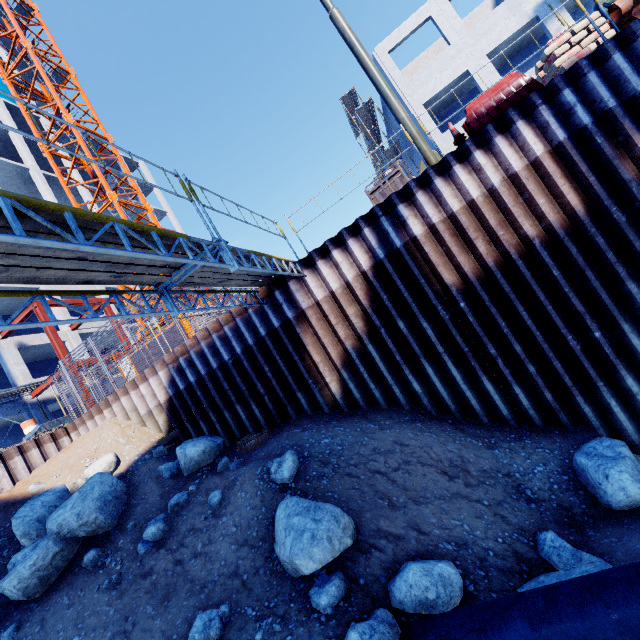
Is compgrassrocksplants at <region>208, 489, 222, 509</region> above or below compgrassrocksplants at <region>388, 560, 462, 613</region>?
above

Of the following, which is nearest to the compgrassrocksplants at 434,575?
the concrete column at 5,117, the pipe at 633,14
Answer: the pipe at 633,14

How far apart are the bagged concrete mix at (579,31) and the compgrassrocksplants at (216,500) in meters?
12.7

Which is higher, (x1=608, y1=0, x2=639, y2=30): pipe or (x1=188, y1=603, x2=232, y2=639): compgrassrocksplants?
(x1=608, y1=0, x2=639, y2=30): pipe

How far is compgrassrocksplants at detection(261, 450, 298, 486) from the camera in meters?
→ 6.7 m

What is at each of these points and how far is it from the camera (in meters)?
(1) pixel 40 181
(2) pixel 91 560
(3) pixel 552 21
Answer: (1) concrete column, 27.33
(2) compgrassrocksplants, 6.55
(3) concrete column, 17.22

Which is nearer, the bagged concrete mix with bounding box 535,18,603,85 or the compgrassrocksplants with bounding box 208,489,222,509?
the compgrassrocksplants with bounding box 208,489,222,509

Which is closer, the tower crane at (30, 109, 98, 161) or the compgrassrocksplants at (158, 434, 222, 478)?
the compgrassrocksplants at (158, 434, 222, 478)
